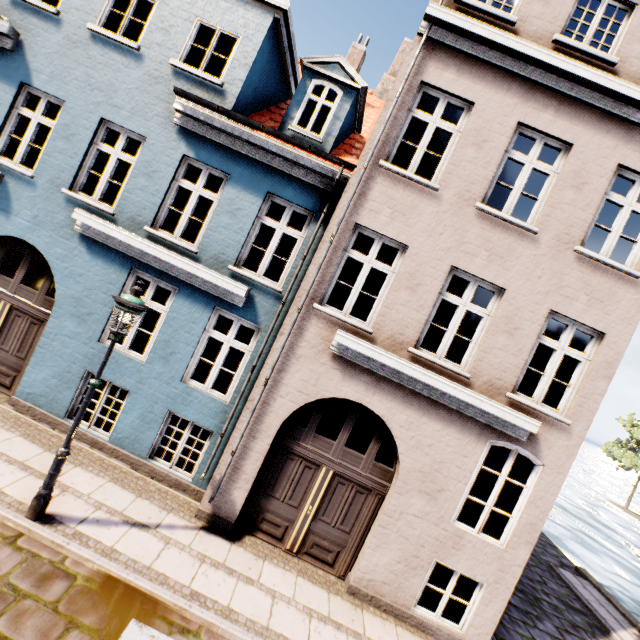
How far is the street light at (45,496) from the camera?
4.66m

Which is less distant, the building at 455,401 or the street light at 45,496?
the street light at 45,496

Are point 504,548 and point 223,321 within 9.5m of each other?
no

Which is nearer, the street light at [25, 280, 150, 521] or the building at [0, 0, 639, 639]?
the street light at [25, 280, 150, 521]

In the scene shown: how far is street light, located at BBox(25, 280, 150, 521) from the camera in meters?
4.7
